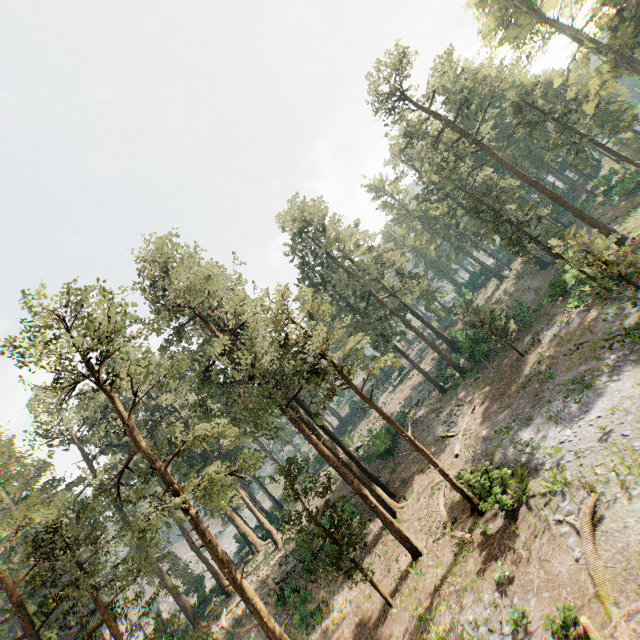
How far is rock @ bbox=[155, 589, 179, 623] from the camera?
53.7m

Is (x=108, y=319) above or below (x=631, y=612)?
above

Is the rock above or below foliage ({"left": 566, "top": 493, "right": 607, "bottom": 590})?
above

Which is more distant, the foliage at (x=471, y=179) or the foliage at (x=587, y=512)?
the foliage at (x=471, y=179)

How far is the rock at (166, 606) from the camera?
53.72m

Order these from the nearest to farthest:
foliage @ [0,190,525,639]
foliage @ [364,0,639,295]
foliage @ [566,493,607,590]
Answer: foliage @ [566,493,607,590], foliage @ [0,190,525,639], foliage @ [364,0,639,295]

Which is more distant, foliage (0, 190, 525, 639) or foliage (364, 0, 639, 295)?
foliage (364, 0, 639, 295)

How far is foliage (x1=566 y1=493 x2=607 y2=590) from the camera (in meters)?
10.21
